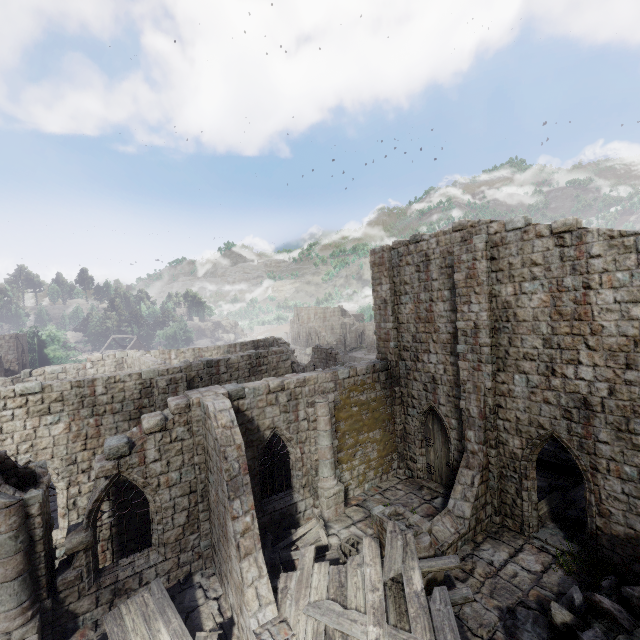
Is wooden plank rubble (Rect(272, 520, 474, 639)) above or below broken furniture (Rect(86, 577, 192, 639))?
Answer: above

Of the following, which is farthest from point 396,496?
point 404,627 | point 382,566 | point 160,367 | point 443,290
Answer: point 160,367

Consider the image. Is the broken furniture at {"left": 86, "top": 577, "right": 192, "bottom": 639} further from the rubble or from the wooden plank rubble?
the rubble

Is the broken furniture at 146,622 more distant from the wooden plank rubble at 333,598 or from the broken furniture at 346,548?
the broken furniture at 346,548

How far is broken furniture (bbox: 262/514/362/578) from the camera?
10.78m

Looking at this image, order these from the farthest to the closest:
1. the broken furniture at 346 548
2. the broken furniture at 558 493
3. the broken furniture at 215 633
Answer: the broken furniture at 558 493 < the broken furniture at 346 548 < the broken furniture at 215 633

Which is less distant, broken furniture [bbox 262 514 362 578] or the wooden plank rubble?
the wooden plank rubble

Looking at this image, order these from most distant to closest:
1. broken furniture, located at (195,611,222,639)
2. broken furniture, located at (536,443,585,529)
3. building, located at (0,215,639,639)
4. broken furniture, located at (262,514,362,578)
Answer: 1. broken furniture, located at (536,443,585,529)
2. broken furniture, located at (262,514,362,578)
3. building, located at (0,215,639,639)
4. broken furniture, located at (195,611,222,639)
